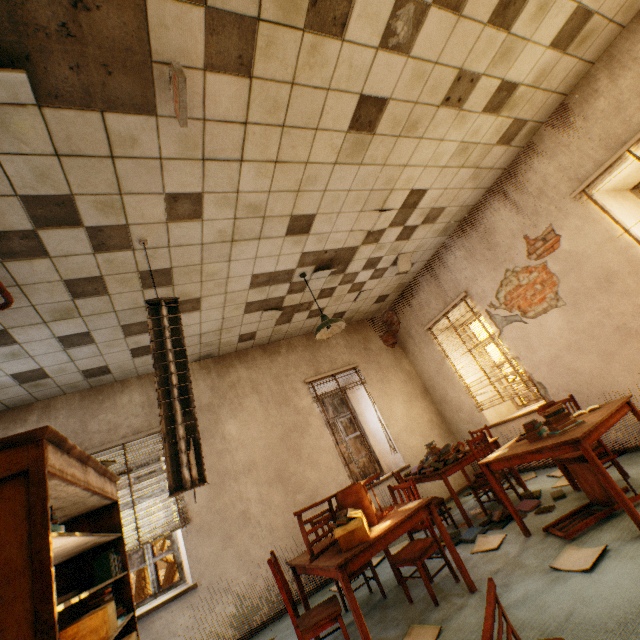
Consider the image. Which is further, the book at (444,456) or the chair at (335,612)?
the book at (444,456)

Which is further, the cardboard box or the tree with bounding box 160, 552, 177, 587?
Result: the tree with bounding box 160, 552, 177, 587

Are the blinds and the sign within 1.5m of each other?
no

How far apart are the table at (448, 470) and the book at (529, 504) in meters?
0.1 m

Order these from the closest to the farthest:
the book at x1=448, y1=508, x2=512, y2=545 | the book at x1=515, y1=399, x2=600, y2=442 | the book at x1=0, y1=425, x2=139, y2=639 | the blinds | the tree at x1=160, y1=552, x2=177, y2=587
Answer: →
the book at x1=0, y1=425, x2=139, y2=639
the book at x1=515, y1=399, x2=600, y2=442
the book at x1=448, y1=508, x2=512, y2=545
the blinds
the tree at x1=160, y1=552, x2=177, y2=587

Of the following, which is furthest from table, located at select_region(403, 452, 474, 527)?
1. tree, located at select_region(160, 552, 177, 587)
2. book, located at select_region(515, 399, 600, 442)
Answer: tree, located at select_region(160, 552, 177, 587)

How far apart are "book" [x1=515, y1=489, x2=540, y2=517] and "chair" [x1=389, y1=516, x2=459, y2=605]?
0.76m

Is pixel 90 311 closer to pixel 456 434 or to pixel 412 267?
pixel 412 267
